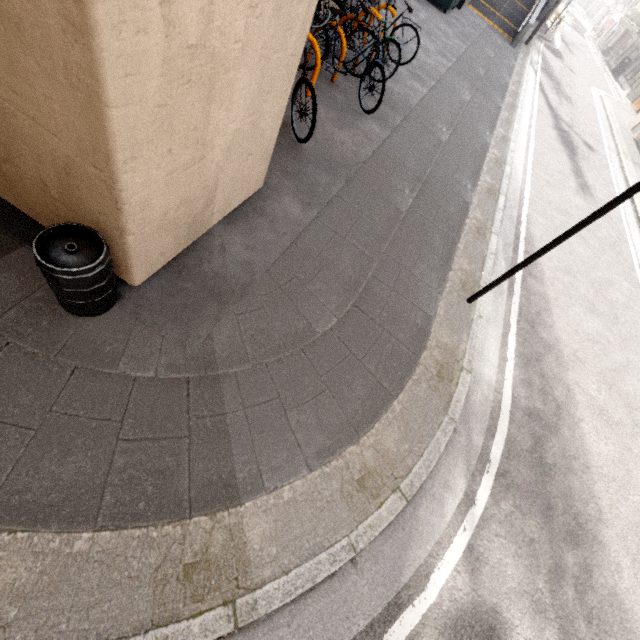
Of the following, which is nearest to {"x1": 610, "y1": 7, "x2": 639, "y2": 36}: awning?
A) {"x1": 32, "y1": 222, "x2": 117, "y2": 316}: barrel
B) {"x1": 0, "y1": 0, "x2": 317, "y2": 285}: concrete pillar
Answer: {"x1": 0, "y1": 0, "x2": 317, "y2": 285}: concrete pillar

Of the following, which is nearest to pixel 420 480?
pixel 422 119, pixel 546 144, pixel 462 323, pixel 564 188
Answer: pixel 462 323

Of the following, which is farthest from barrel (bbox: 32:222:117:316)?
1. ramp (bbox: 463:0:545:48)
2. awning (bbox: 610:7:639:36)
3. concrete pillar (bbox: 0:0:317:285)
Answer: awning (bbox: 610:7:639:36)

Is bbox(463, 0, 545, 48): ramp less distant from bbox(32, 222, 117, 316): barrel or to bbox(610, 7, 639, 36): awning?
bbox(610, 7, 639, 36): awning

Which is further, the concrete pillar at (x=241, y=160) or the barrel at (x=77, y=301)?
the barrel at (x=77, y=301)

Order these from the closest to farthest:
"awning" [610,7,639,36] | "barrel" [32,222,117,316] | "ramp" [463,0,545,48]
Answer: "barrel" [32,222,117,316]
"ramp" [463,0,545,48]
"awning" [610,7,639,36]

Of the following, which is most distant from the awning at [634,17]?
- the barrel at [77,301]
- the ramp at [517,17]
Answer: the barrel at [77,301]
